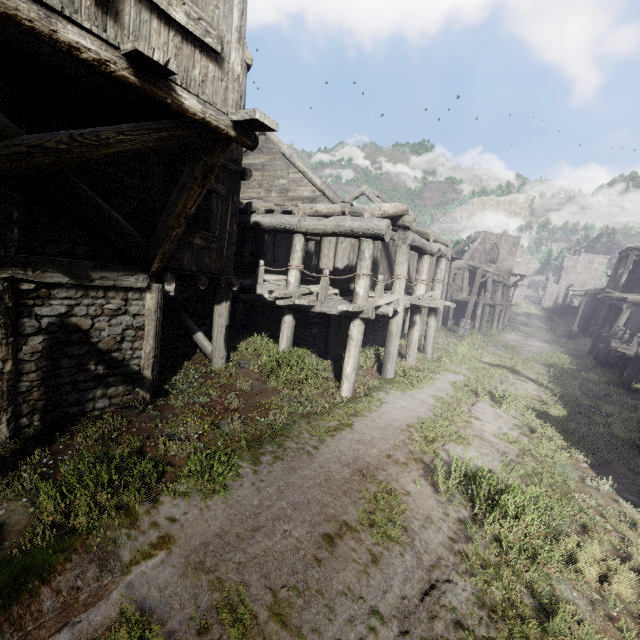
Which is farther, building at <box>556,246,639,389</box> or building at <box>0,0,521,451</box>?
building at <box>556,246,639,389</box>

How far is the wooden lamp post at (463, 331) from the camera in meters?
21.6

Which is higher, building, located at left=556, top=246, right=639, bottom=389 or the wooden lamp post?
building, located at left=556, top=246, right=639, bottom=389

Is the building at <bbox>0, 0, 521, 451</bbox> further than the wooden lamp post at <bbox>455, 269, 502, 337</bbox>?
No

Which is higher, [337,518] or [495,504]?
[495,504]

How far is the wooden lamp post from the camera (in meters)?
21.58

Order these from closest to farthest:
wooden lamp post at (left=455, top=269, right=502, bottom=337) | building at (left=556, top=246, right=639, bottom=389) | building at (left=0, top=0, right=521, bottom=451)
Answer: building at (left=0, top=0, right=521, bottom=451) < building at (left=556, top=246, right=639, bottom=389) < wooden lamp post at (left=455, top=269, right=502, bottom=337)

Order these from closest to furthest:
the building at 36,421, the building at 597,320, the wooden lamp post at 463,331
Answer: the building at 36,421
the building at 597,320
the wooden lamp post at 463,331
